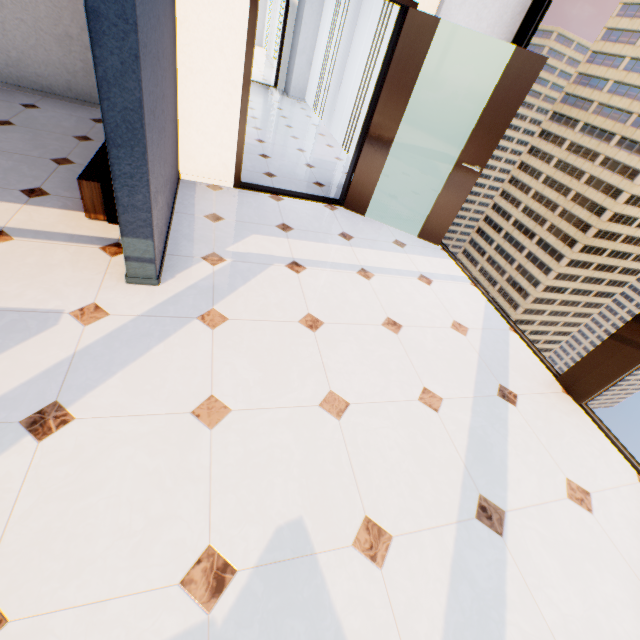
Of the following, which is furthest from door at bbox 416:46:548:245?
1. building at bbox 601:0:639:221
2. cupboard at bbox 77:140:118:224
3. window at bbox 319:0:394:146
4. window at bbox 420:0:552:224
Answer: building at bbox 601:0:639:221

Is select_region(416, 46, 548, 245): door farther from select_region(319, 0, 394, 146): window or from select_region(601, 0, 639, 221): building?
select_region(601, 0, 639, 221): building

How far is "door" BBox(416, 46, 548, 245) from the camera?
3.12m

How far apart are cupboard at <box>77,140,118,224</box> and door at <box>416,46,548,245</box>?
3.23m

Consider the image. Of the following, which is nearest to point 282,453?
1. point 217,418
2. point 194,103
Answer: point 217,418

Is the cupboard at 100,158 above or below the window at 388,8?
below

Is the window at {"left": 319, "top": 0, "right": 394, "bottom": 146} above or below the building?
above

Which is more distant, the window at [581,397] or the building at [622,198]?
the building at [622,198]
